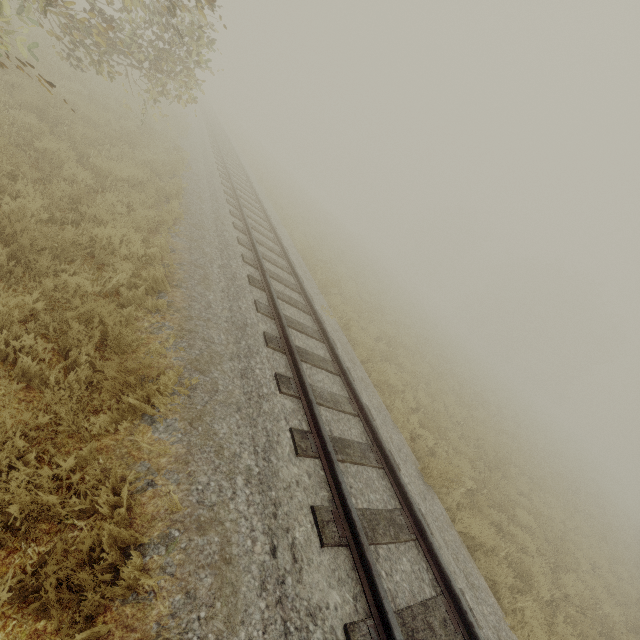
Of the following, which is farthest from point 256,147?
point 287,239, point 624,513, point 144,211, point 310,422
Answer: point 624,513
